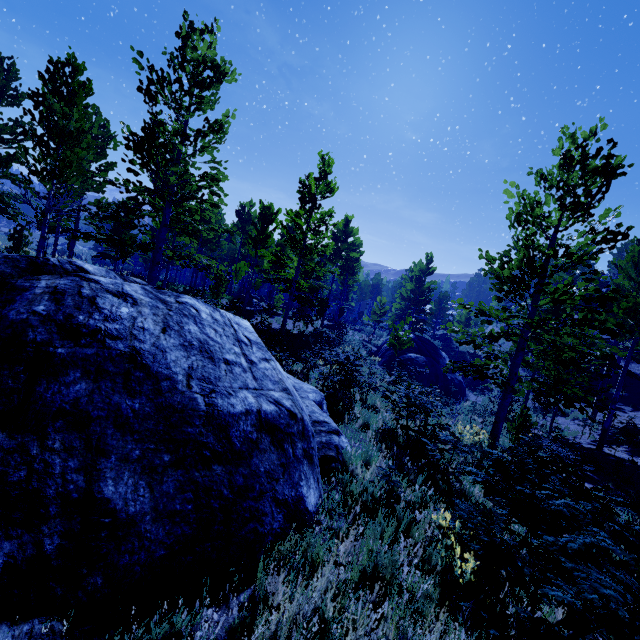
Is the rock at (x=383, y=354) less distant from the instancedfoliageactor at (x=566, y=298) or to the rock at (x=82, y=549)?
the instancedfoliageactor at (x=566, y=298)

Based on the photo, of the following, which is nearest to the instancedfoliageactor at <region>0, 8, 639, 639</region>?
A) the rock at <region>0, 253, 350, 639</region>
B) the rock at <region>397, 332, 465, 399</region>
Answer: the rock at <region>0, 253, 350, 639</region>

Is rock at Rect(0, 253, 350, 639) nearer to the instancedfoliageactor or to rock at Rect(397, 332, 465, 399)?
the instancedfoliageactor

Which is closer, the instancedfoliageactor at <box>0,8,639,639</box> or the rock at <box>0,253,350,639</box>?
the rock at <box>0,253,350,639</box>

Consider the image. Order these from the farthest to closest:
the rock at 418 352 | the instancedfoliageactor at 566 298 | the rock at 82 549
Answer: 1. the rock at 418 352
2. the instancedfoliageactor at 566 298
3. the rock at 82 549

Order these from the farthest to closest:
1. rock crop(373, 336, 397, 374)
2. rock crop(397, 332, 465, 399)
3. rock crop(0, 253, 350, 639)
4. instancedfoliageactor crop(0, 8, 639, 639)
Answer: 1. rock crop(373, 336, 397, 374)
2. rock crop(397, 332, 465, 399)
3. instancedfoliageactor crop(0, 8, 639, 639)
4. rock crop(0, 253, 350, 639)

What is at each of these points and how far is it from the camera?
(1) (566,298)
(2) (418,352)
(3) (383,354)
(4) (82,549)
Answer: (1) instancedfoliageactor, 9.2m
(2) rock, 25.0m
(3) rock, 25.4m
(4) rock, 2.5m

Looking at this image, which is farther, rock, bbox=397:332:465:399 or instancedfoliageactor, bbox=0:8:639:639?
rock, bbox=397:332:465:399
